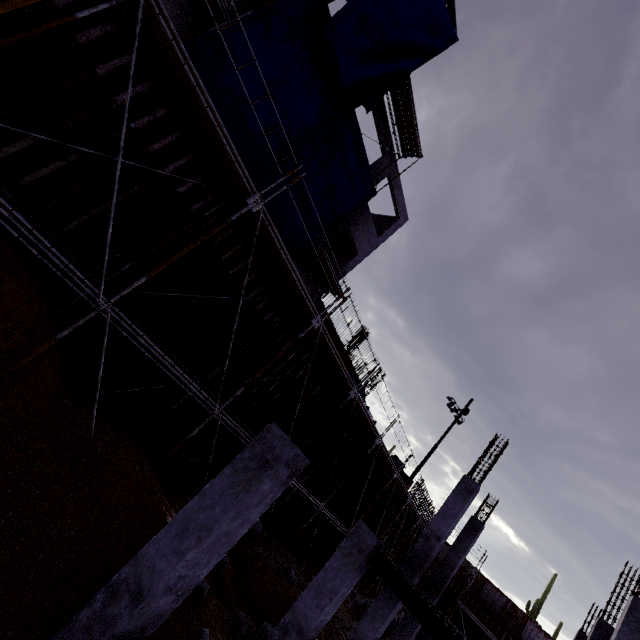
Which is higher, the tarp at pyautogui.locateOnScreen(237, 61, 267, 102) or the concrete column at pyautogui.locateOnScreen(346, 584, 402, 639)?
the tarp at pyautogui.locateOnScreen(237, 61, 267, 102)

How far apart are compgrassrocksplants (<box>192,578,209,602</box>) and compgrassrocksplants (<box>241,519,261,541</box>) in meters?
4.2 m

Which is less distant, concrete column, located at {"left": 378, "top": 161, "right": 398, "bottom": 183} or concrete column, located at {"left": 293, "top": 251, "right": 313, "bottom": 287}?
concrete column, located at {"left": 293, "top": 251, "right": 313, "bottom": 287}

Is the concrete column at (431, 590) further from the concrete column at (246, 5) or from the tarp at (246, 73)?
the tarp at (246, 73)

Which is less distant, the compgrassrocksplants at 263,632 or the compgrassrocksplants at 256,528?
the compgrassrocksplants at 263,632

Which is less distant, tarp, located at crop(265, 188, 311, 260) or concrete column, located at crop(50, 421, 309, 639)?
concrete column, located at crop(50, 421, 309, 639)

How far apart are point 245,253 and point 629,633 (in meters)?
14.66

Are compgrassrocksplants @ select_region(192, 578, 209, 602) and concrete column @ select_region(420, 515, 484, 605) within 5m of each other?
no
